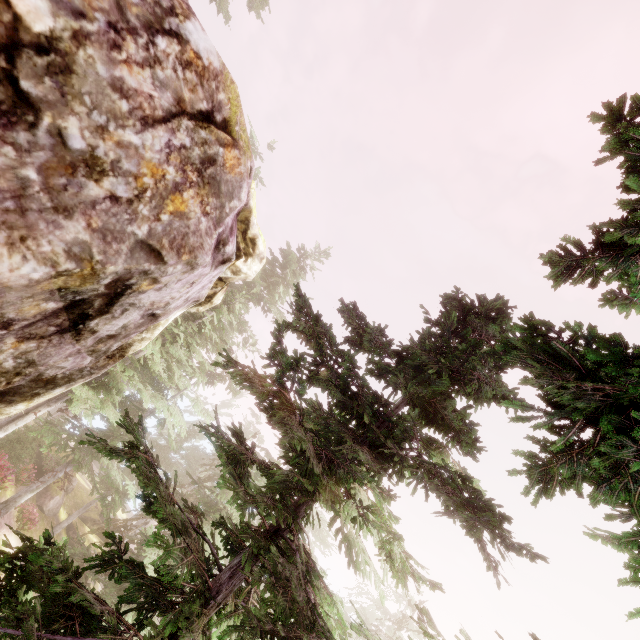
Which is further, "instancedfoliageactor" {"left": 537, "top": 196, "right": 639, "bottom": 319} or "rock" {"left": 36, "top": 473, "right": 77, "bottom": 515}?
"rock" {"left": 36, "top": 473, "right": 77, "bottom": 515}

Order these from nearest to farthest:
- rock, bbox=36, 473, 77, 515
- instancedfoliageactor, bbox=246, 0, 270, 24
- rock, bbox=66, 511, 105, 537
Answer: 1. instancedfoliageactor, bbox=246, 0, 270, 24
2. rock, bbox=36, 473, 77, 515
3. rock, bbox=66, 511, 105, 537

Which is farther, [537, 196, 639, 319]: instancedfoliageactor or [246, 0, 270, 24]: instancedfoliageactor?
[246, 0, 270, 24]: instancedfoliageactor

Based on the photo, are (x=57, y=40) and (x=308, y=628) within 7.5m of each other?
yes

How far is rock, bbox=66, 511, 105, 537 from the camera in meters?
28.3 m

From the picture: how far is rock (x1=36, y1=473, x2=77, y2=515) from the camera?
25.6m

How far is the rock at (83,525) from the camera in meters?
28.3 m

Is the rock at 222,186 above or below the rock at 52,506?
above
